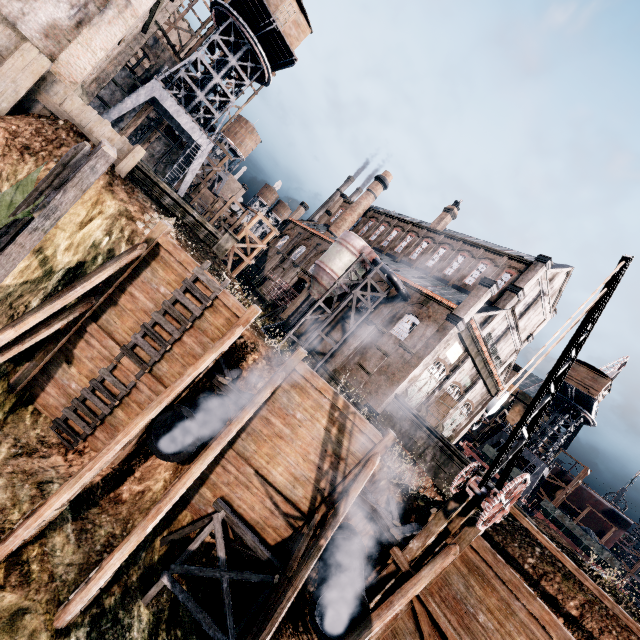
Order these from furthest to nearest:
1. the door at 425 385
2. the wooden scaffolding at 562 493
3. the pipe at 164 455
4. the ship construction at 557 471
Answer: the ship construction at 557 471, the wooden scaffolding at 562 493, the door at 425 385, the pipe at 164 455

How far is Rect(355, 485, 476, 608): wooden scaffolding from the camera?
11.0 meters

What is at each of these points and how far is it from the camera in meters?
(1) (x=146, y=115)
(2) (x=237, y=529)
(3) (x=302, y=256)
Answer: (1) building, 38.8 m
(2) wooden support structure, 11.0 m
(3) building, 48.3 m

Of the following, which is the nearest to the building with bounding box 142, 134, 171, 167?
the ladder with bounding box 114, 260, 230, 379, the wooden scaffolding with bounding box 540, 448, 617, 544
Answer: the ladder with bounding box 114, 260, 230, 379

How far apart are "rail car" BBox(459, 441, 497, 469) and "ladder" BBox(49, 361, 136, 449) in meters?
34.9

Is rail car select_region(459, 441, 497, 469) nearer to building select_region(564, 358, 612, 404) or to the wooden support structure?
building select_region(564, 358, 612, 404)

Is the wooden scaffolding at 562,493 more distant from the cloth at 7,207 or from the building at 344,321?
the cloth at 7,207

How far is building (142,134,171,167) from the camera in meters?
44.6
